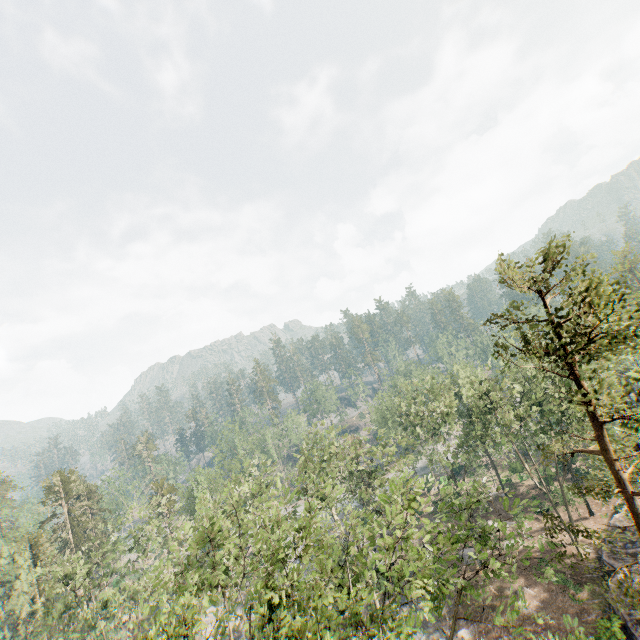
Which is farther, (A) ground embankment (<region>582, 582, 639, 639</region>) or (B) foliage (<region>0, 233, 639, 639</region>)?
(A) ground embankment (<region>582, 582, 639, 639</region>)

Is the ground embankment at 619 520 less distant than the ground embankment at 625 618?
No

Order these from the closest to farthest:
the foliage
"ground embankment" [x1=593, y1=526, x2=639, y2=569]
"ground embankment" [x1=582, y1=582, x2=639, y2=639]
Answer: the foliage
"ground embankment" [x1=582, y1=582, x2=639, y2=639]
"ground embankment" [x1=593, y1=526, x2=639, y2=569]

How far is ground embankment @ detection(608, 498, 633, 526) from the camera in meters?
31.0 m

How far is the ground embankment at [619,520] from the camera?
31.00m

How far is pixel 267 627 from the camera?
13.8m
